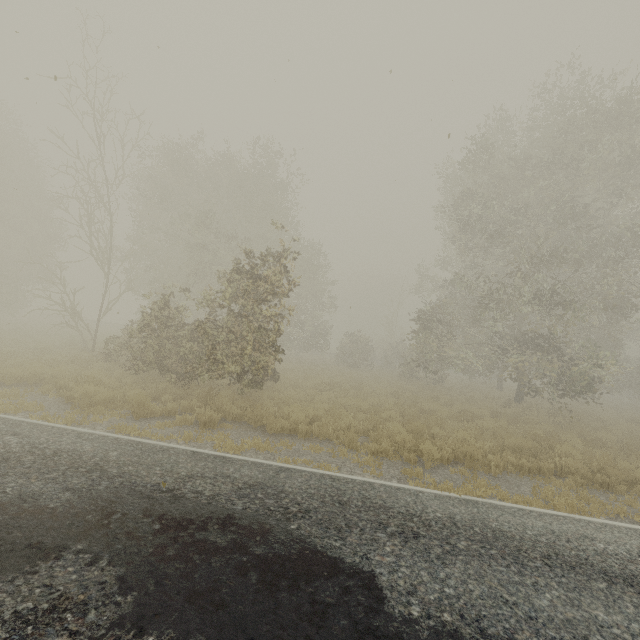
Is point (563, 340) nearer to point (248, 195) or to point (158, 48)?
point (158, 48)
